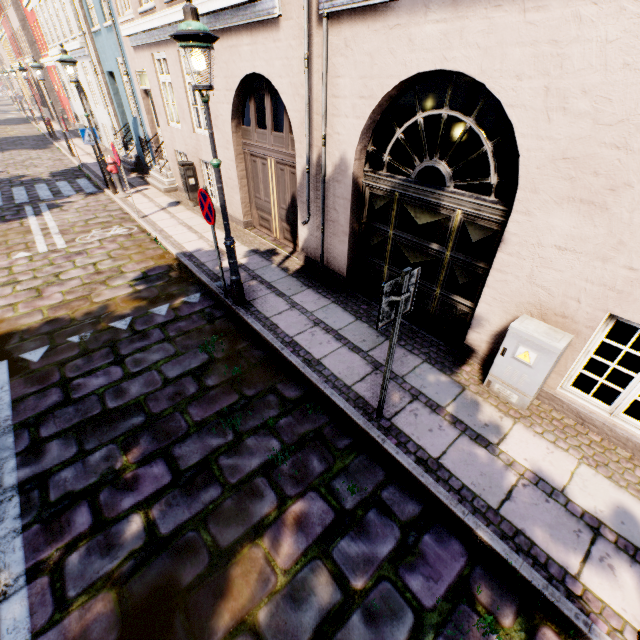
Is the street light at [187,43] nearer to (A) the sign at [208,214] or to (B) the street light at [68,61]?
(A) the sign at [208,214]

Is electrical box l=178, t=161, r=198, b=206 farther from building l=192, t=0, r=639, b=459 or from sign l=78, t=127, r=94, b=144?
sign l=78, t=127, r=94, b=144

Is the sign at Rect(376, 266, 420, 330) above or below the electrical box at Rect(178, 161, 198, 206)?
above

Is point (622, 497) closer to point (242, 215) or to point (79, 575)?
point (79, 575)

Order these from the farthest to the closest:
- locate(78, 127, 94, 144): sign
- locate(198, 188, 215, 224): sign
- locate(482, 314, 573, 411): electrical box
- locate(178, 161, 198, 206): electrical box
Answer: locate(78, 127, 94, 144): sign < locate(178, 161, 198, 206): electrical box < locate(198, 188, 215, 224): sign < locate(482, 314, 573, 411): electrical box

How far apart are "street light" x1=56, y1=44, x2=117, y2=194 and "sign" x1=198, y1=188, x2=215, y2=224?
8.4 meters

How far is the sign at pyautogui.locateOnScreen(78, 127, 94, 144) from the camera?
10.63m

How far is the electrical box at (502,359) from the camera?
3.5 meters
